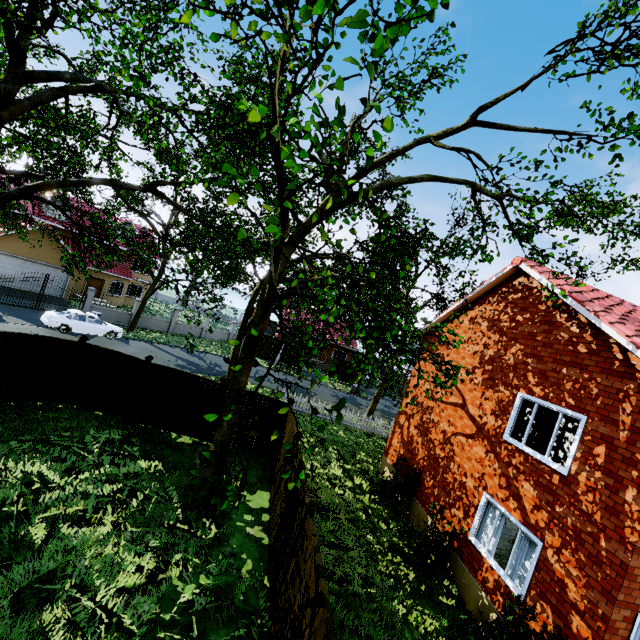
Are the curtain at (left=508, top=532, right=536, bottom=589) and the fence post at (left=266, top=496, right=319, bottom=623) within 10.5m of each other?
yes

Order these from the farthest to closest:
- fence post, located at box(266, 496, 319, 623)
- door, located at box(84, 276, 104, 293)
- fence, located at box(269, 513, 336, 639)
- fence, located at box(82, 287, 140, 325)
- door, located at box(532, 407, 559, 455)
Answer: door, located at box(84, 276, 104, 293), fence, located at box(82, 287, 140, 325), door, located at box(532, 407, 559, 455), fence post, located at box(266, 496, 319, 623), fence, located at box(269, 513, 336, 639)

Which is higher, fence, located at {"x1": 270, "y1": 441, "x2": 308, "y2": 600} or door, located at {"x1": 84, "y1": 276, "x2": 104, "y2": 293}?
door, located at {"x1": 84, "y1": 276, "x2": 104, "y2": 293}

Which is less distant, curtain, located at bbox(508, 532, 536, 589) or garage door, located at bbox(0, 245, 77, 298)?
curtain, located at bbox(508, 532, 536, 589)

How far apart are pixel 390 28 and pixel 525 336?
9.3m

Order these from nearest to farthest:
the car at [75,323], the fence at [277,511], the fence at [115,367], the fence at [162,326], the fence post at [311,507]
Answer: the fence post at [311,507], the fence at [277,511], the fence at [115,367], the car at [75,323], the fence at [162,326]

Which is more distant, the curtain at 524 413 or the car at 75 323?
the car at 75 323

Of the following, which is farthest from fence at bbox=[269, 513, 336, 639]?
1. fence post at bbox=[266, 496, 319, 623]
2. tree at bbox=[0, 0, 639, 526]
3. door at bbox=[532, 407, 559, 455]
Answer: door at bbox=[532, 407, 559, 455]
